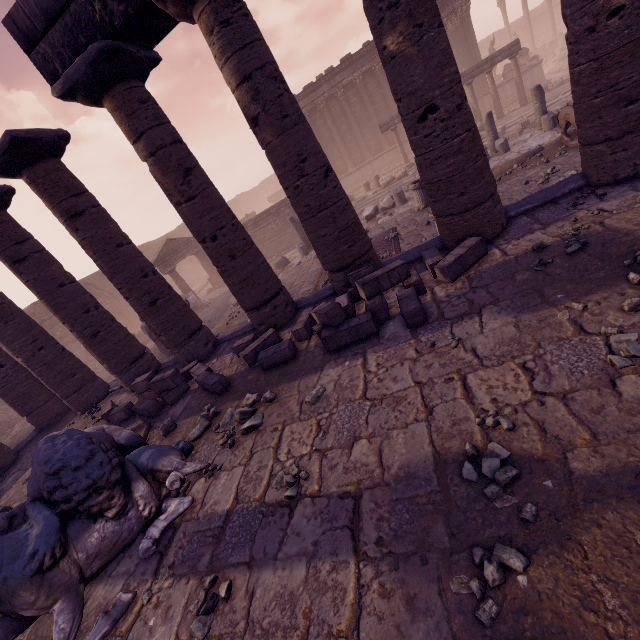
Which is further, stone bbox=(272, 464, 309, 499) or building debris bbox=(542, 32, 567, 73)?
building debris bbox=(542, 32, 567, 73)

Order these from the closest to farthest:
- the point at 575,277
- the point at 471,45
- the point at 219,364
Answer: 1. the point at 575,277
2. the point at 219,364
3. the point at 471,45

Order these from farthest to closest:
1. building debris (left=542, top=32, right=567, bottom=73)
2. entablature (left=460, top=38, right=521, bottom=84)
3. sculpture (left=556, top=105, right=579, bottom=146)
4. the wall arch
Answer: building debris (left=542, top=32, right=567, bottom=73), the wall arch, entablature (left=460, top=38, right=521, bottom=84), sculpture (left=556, top=105, right=579, bottom=146)

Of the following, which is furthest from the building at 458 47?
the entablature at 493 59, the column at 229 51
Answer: the column at 229 51

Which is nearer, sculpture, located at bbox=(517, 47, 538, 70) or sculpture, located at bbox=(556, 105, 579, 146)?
sculpture, located at bbox=(556, 105, 579, 146)

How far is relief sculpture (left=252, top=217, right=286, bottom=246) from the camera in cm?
1941

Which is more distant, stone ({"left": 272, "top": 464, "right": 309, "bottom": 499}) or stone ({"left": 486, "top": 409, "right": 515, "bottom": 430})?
stone ({"left": 272, "top": 464, "right": 309, "bottom": 499})

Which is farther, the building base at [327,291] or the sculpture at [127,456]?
the building base at [327,291]
